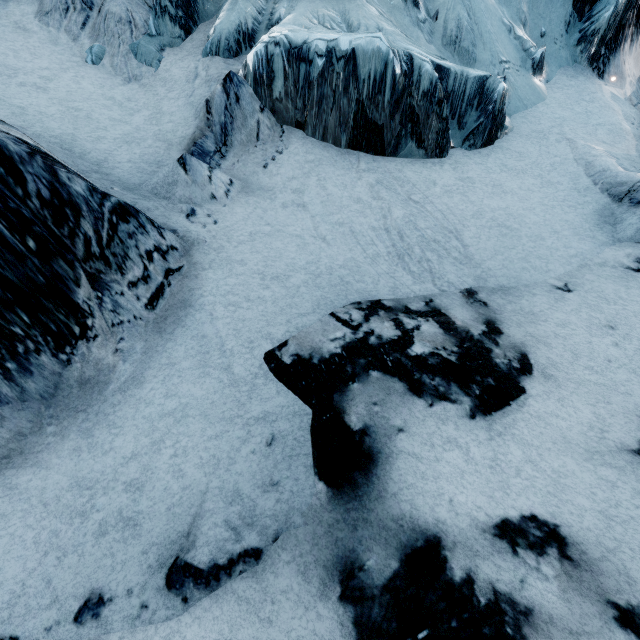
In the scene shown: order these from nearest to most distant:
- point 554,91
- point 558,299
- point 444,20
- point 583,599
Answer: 1. point 583,599
2. point 558,299
3. point 444,20
4. point 554,91
